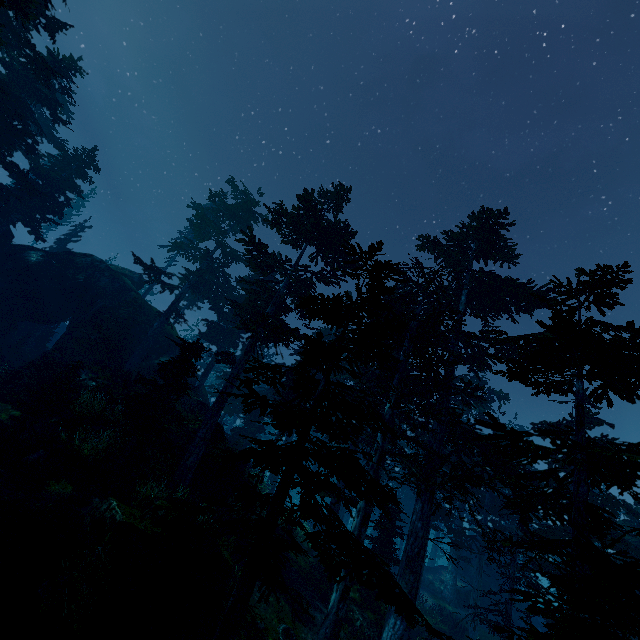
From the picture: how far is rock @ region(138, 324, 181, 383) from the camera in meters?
28.7

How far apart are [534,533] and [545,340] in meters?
16.7

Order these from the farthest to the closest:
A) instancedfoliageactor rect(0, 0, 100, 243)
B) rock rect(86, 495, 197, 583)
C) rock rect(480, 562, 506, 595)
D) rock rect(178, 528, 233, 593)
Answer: rock rect(480, 562, 506, 595)
instancedfoliageactor rect(0, 0, 100, 243)
rock rect(178, 528, 233, 593)
rock rect(86, 495, 197, 583)

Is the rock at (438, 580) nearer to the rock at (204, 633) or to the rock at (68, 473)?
the rock at (68, 473)

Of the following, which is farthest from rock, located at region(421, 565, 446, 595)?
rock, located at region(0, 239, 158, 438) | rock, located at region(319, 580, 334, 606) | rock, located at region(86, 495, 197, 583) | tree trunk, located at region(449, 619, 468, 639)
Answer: rock, located at region(86, 495, 197, 583)

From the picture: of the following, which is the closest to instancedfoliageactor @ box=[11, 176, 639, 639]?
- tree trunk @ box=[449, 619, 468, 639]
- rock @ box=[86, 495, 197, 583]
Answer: rock @ box=[86, 495, 197, 583]

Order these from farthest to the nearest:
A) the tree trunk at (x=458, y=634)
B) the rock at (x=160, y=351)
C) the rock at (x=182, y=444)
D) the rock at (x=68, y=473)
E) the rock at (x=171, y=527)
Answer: the rock at (x=160, y=351) < the tree trunk at (x=458, y=634) < the rock at (x=182, y=444) < the rock at (x=68, y=473) < the rock at (x=171, y=527)

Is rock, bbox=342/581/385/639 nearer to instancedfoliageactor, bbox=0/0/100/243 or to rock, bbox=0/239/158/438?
instancedfoliageactor, bbox=0/0/100/243
